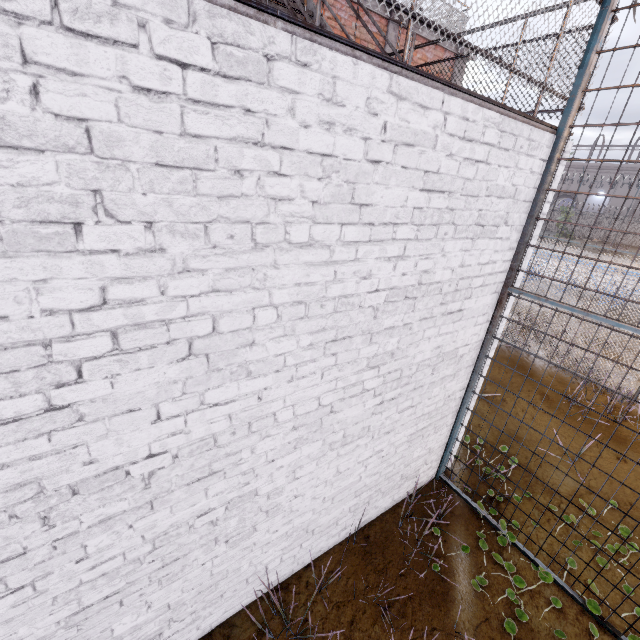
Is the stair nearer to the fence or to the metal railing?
the metal railing

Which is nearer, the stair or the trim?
the stair

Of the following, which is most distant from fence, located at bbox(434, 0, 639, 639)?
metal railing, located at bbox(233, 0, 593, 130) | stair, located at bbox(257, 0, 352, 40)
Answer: stair, located at bbox(257, 0, 352, 40)

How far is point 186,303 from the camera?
1.49m

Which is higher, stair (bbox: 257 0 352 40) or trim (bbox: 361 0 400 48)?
trim (bbox: 361 0 400 48)

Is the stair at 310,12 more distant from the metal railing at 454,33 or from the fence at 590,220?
the fence at 590,220

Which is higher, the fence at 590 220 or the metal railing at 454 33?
the metal railing at 454 33
